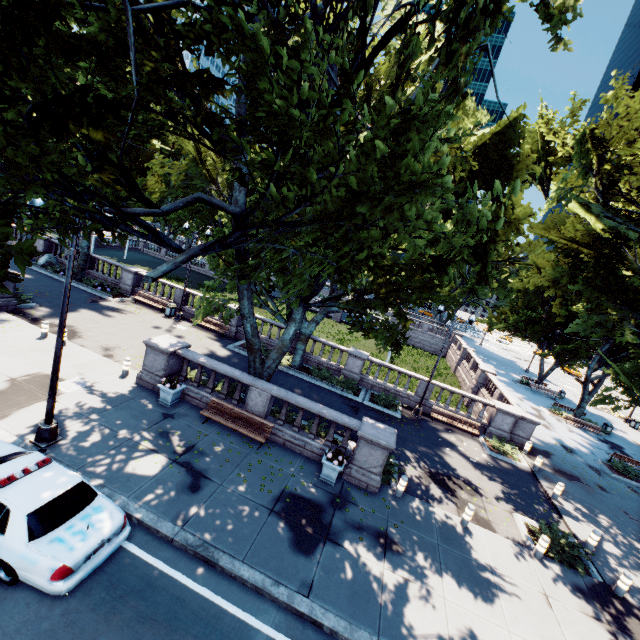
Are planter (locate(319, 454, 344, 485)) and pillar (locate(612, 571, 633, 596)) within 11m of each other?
yes

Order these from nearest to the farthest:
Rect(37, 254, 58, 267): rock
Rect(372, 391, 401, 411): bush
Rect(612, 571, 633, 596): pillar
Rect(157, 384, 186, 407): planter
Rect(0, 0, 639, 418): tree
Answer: Rect(0, 0, 639, 418): tree, Rect(612, 571, 633, 596): pillar, Rect(157, 384, 186, 407): planter, Rect(372, 391, 401, 411): bush, Rect(37, 254, 58, 267): rock

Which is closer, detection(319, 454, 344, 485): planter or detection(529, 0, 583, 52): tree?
detection(529, 0, 583, 52): tree

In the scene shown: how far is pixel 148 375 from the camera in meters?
14.4 m

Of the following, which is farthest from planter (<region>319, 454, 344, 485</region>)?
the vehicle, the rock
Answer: the rock

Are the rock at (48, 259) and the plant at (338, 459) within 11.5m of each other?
no

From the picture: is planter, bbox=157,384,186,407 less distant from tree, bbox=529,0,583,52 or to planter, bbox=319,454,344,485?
tree, bbox=529,0,583,52

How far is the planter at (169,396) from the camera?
13.2 meters
